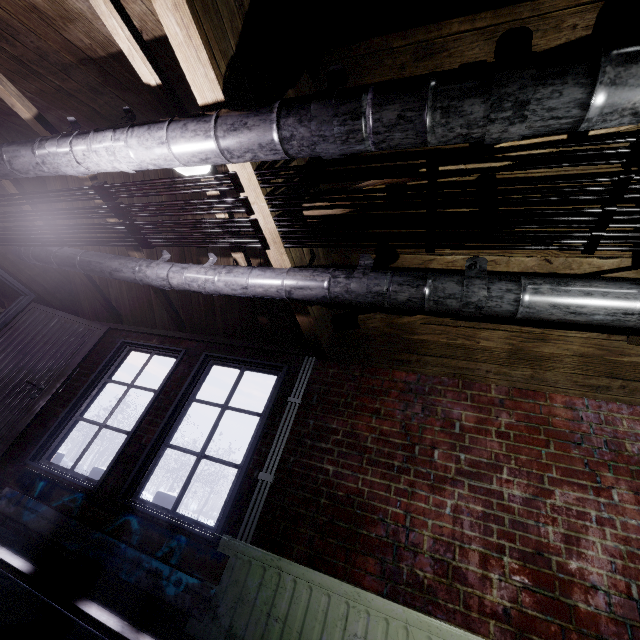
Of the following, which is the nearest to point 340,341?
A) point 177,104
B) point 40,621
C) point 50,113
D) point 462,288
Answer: point 462,288

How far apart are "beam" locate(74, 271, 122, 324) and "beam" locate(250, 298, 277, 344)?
1.9m

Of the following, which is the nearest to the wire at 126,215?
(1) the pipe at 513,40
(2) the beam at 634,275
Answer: (1) the pipe at 513,40

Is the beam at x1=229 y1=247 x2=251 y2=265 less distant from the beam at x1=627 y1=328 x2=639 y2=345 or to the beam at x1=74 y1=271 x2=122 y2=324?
the beam at x1=627 y1=328 x2=639 y2=345

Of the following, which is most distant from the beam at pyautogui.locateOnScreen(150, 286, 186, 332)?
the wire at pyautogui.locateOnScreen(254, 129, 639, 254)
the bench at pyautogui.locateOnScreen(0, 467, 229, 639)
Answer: the bench at pyautogui.locateOnScreen(0, 467, 229, 639)

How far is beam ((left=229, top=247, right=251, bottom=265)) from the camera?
2.3 meters

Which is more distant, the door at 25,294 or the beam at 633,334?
the door at 25,294
